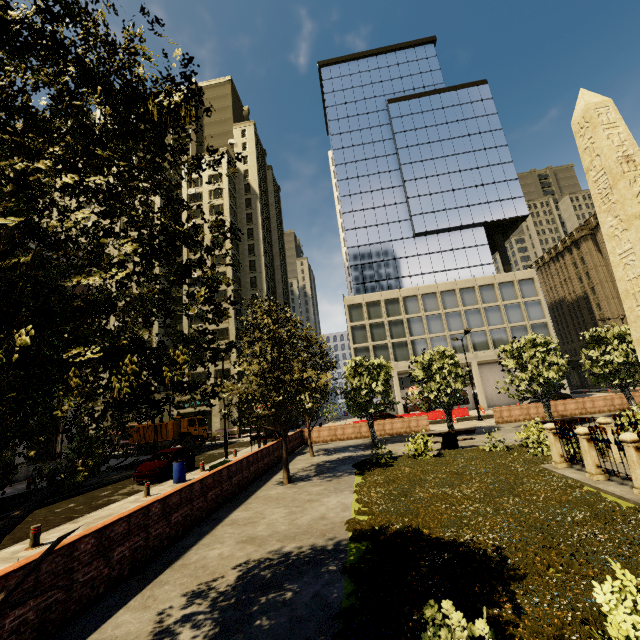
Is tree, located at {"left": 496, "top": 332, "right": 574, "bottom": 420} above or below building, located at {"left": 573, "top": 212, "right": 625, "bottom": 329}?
below

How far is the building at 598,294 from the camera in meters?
54.2 m

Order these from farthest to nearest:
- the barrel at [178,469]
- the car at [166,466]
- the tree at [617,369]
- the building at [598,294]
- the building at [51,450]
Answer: the building at [598,294] < the building at [51,450] < the tree at [617,369] < the car at [166,466] < the barrel at [178,469]

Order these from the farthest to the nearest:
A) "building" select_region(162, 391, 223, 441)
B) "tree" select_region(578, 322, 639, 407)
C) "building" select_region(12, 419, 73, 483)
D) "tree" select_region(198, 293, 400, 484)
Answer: "building" select_region(162, 391, 223, 441)
"building" select_region(12, 419, 73, 483)
"tree" select_region(578, 322, 639, 407)
"tree" select_region(198, 293, 400, 484)

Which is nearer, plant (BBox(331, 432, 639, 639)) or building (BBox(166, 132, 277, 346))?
plant (BBox(331, 432, 639, 639))

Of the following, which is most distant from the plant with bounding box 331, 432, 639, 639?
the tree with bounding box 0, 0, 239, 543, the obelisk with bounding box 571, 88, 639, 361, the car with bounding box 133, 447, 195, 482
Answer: the car with bounding box 133, 447, 195, 482

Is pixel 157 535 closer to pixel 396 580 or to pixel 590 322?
pixel 396 580

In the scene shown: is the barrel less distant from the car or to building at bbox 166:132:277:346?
the car
